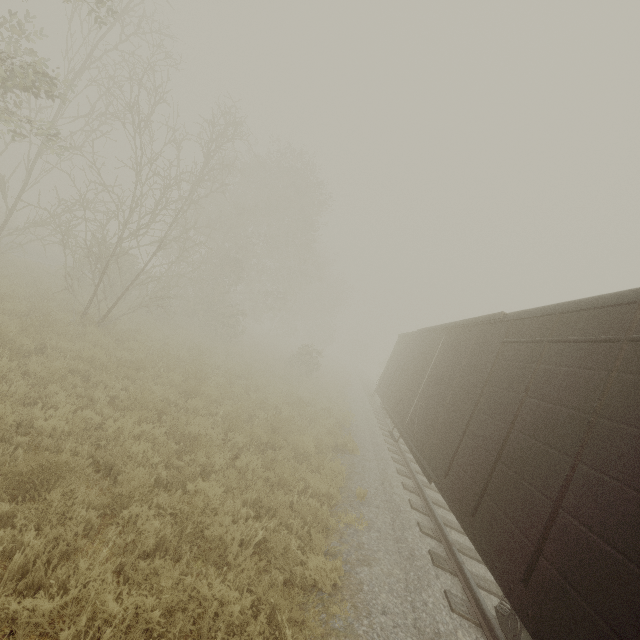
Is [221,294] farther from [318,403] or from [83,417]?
[83,417]
